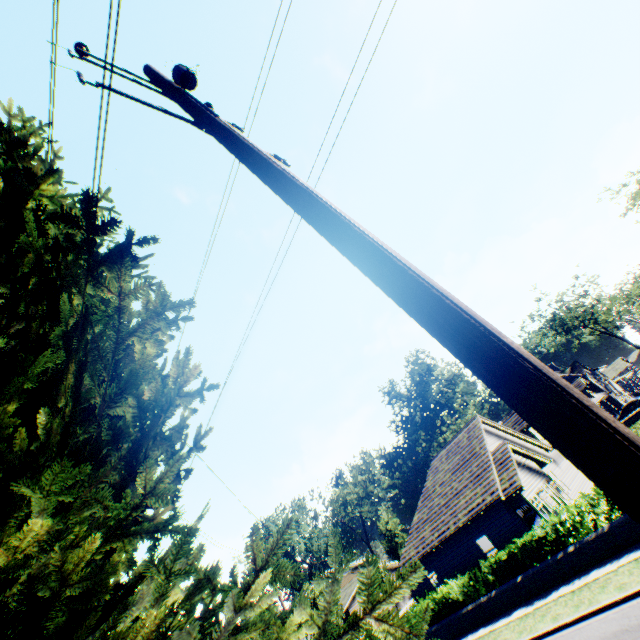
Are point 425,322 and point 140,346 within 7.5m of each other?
yes

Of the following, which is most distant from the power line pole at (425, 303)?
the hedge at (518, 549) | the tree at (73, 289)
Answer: the hedge at (518, 549)

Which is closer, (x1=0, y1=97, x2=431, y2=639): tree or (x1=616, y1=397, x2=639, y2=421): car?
(x1=0, y1=97, x2=431, y2=639): tree

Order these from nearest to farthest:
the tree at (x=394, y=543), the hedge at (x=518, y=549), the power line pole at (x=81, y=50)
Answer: the power line pole at (x=81, y=50), the hedge at (x=518, y=549), the tree at (x=394, y=543)

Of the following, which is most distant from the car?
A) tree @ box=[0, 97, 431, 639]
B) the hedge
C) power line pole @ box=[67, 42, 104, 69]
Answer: power line pole @ box=[67, 42, 104, 69]

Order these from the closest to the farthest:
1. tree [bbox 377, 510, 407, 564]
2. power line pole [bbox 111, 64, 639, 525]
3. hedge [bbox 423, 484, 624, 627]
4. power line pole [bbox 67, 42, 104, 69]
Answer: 1. power line pole [bbox 111, 64, 639, 525]
2. power line pole [bbox 67, 42, 104, 69]
3. hedge [bbox 423, 484, 624, 627]
4. tree [bbox 377, 510, 407, 564]

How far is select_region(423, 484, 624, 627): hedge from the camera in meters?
13.2 m

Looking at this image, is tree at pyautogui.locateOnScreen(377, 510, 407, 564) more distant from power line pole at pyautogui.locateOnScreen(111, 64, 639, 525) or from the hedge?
the hedge
